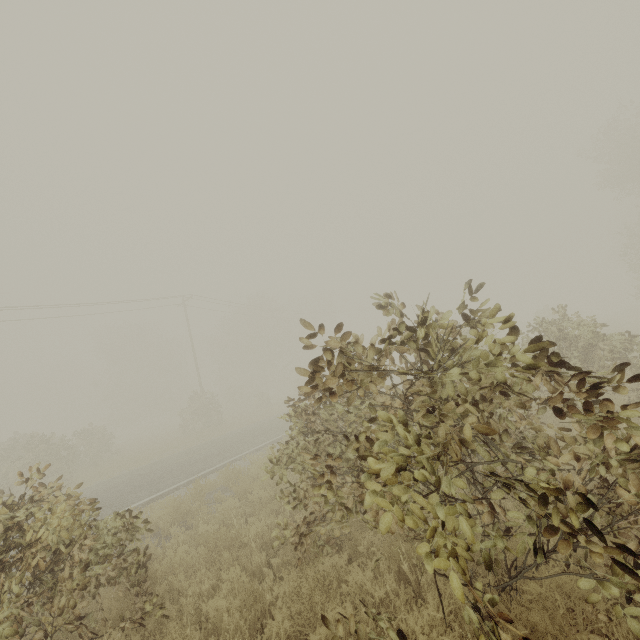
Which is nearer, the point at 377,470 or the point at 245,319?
the point at 377,470
